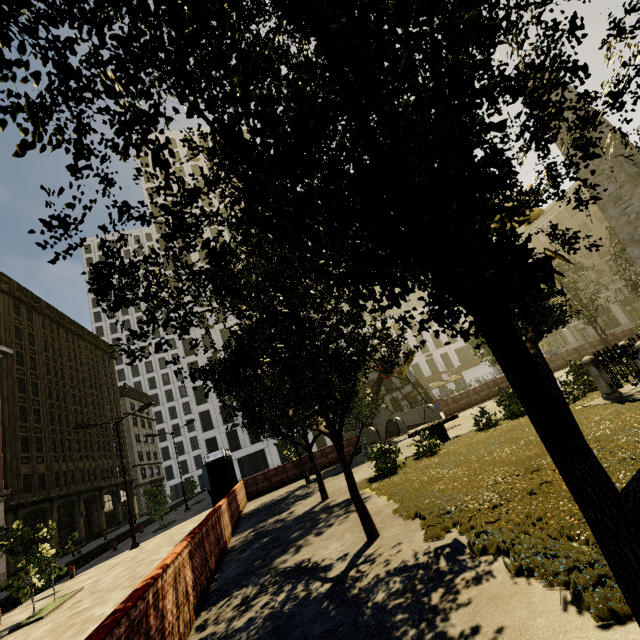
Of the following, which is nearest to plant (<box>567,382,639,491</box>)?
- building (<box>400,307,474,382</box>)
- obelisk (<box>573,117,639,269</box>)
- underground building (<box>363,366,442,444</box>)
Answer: obelisk (<box>573,117,639,269</box>)

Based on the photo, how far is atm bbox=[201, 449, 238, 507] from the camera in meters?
16.8

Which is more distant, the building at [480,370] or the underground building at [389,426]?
the building at [480,370]

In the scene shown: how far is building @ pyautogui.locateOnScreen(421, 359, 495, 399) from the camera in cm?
5356

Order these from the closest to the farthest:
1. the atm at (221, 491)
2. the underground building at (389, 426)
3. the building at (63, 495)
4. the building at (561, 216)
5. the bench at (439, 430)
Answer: the bench at (439, 430) < the atm at (221, 491) < the underground building at (389, 426) < the building at (63, 495) < the building at (561, 216)

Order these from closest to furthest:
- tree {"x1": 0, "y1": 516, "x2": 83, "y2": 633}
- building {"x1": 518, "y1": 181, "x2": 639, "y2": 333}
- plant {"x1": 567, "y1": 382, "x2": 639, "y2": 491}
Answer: plant {"x1": 567, "y1": 382, "x2": 639, "y2": 491}
tree {"x1": 0, "y1": 516, "x2": 83, "y2": 633}
building {"x1": 518, "y1": 181, "x2": 639, "y2": 333}

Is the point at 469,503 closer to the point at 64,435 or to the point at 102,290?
the point at 102,290

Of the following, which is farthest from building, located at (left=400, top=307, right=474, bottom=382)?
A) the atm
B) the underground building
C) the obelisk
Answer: the obelisk
